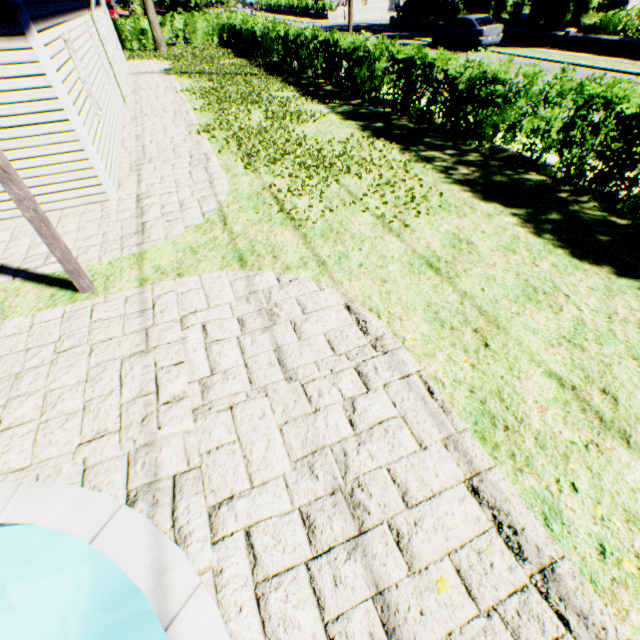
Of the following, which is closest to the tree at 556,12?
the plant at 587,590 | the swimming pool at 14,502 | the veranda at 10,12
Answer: the plant at 587,590

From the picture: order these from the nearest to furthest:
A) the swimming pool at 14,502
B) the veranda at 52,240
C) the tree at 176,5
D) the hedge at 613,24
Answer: the swimming pool at 14,502
the veranda at 52,240
the hedge at 613,24
the tree at 176,5

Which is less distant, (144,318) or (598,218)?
(144,318)

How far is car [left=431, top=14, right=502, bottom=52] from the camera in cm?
1962

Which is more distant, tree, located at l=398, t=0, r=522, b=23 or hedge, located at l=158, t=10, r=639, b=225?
tree, located at l=398, t=0, r=522, b=23

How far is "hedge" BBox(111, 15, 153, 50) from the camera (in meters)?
25.12

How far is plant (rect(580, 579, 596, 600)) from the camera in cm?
226

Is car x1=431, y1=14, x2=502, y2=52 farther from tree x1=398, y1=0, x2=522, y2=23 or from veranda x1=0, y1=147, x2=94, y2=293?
veranda x1=0, y1=147, x2=94, y2=293
